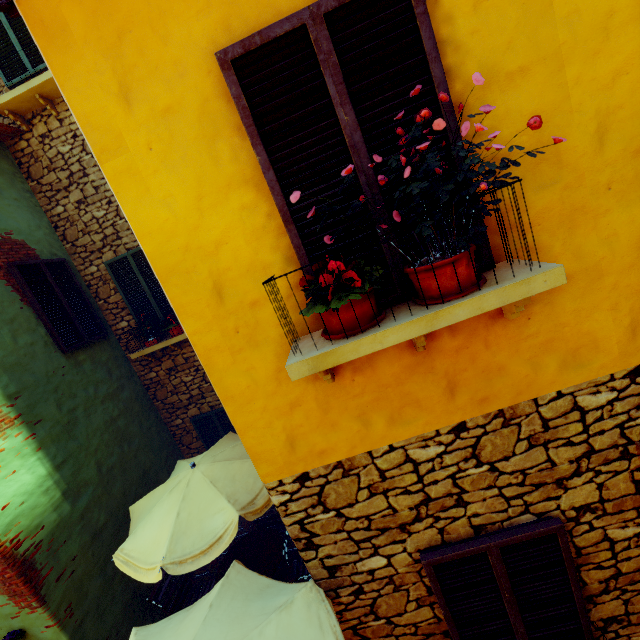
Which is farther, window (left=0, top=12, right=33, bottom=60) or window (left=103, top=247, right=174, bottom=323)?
window (left=103, top=247, right=174, bottom=323)

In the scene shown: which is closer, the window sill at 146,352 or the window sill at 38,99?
the window sill at 38,99

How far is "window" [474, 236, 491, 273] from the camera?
1.9 meters

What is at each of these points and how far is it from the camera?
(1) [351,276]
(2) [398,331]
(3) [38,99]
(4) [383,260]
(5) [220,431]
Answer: (1) flower pot, 1.73m
(2) window sill, 1.71m
(3) window sill, 5.55m
(4) window, 2.01m
(5) window, 7.31m

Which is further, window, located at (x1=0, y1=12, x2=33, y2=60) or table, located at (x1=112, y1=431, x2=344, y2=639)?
window, located at (x1=0, y1=12, x2=33, y2=60)

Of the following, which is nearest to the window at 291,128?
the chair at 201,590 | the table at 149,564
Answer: the table at 149,564

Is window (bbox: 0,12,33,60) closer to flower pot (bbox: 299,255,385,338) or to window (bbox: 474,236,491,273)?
window (bbox: 474,236,491,273)

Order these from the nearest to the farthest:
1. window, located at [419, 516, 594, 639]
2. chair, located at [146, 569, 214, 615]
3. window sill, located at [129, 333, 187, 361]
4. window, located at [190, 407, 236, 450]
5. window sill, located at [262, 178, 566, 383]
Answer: window sill, located at [262, 178, 566, 383], window, located at [419, 516, 594, 639], chair, located at [146, 569, 214, 615], window sill, located at [129, 333, 187, 361], window, located at [190, 407, 236, 450]
